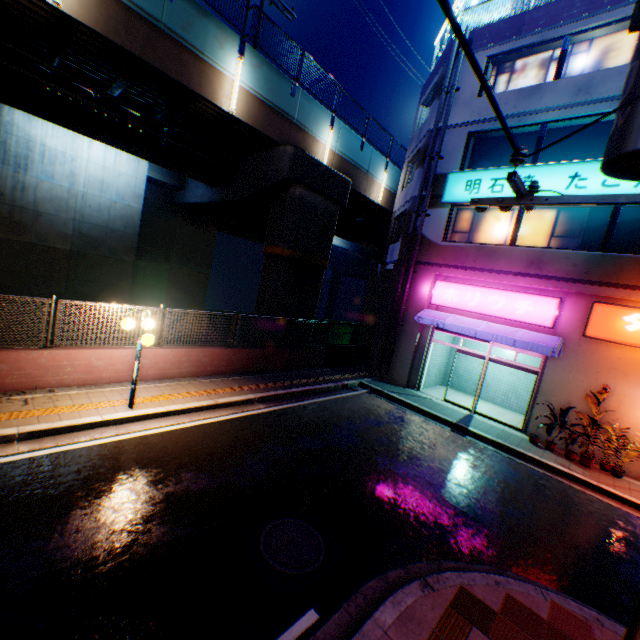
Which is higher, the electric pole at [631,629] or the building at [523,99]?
the building at [523,99]

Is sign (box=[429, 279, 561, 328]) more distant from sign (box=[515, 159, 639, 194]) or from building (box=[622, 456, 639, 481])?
sign (box=[515, 159, 639, 194])

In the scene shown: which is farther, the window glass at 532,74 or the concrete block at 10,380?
the window glass at 532,74

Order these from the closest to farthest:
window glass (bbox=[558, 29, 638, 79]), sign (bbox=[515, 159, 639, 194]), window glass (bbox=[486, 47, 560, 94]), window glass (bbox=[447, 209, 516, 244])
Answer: sign (bbox=[515, 159, 639, 194])
window glass (bbox=[558, 29, 638, 79])
window glass (bbox=[486, 47, 560, 94])
window glass (bbox=[447, 209, 516, 244])

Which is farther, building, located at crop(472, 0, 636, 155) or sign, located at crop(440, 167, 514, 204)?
sign, located at crop(440, 167, 514, 204)

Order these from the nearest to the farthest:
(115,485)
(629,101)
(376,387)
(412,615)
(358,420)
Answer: (629,101)
(412,615)
(115,485)
(358,420)
(376,387)

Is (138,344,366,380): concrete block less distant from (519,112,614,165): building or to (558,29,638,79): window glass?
(519,112,614,165): building

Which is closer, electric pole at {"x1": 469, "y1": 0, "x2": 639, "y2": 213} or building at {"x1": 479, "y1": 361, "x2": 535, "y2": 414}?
electric pole at {"x1": 469, "y1": 0, "x2": 639, "y2": 213}
